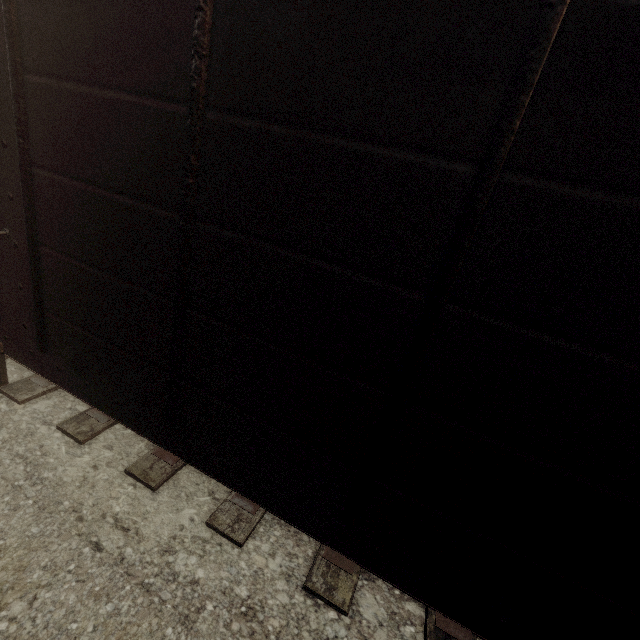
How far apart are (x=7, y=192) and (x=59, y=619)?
3.1m
